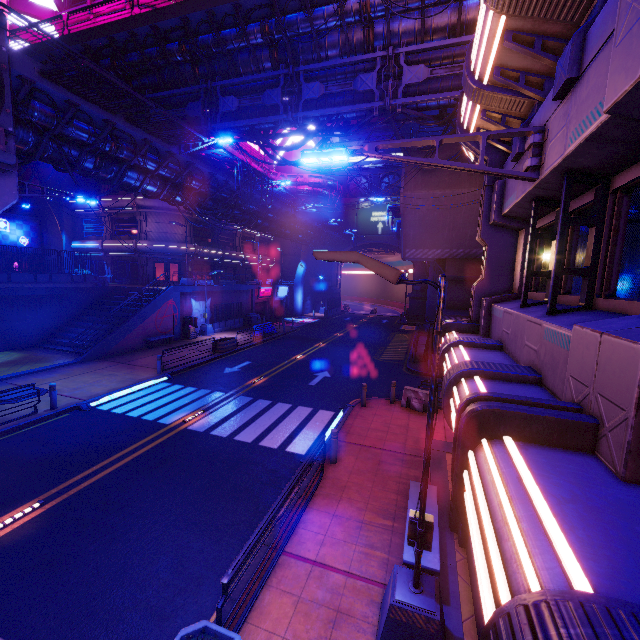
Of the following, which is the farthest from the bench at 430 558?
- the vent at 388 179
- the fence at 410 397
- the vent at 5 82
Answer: the vent at 388 179

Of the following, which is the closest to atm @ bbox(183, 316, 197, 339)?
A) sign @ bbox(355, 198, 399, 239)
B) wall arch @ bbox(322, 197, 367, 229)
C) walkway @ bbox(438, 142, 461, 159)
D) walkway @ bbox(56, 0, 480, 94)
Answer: walkway @ bbox(56, 0, 480, 94)

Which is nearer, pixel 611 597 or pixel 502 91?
pixel 611 597

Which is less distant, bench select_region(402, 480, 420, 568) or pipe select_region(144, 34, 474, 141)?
bench select_region(402, 480, 420, 568)

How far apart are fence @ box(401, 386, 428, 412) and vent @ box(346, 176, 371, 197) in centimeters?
4408cm

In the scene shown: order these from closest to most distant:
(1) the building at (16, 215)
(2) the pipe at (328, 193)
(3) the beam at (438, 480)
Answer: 1. (3) the beam at (438, 480)
2. (1) the building at (16, 215)
3. (2) the pipe at (328, 193)

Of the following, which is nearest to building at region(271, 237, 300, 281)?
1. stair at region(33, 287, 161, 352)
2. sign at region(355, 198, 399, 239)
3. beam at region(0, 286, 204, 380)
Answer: sign at region(355, 198, 399, 239)

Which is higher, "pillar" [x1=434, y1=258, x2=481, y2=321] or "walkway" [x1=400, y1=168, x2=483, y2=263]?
"walkway" [x1=400, y1=168, x2=483, y2=263]
